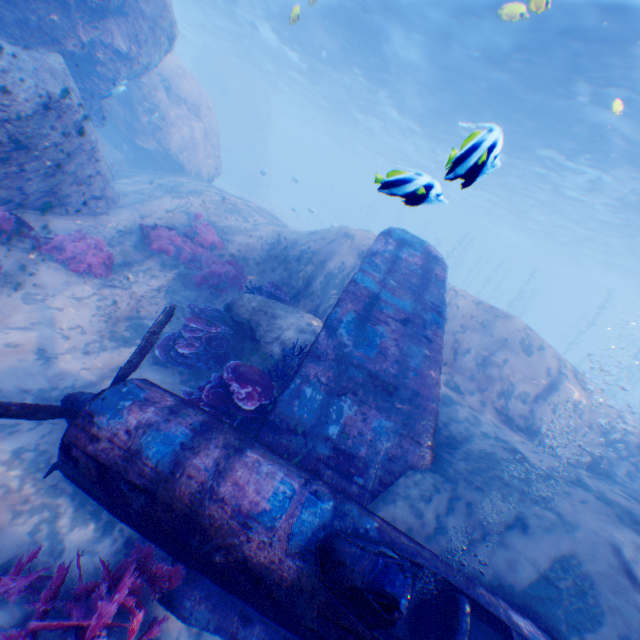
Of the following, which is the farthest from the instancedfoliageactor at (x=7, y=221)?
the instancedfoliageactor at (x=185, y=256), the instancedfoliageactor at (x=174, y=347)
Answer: the instancedfoliageactor at (x=174, y=347)

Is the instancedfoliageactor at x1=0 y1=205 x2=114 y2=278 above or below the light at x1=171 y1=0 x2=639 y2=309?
below

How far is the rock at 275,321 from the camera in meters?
6.7 m

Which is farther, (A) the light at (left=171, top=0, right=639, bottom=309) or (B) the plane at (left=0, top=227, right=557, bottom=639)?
(A) the light at (left=171, top=0, right=639, bottom=309)

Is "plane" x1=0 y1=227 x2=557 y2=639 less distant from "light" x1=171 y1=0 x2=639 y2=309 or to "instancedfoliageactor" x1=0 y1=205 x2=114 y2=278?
"light" x1=171 y1=0 x2=639 y2=309

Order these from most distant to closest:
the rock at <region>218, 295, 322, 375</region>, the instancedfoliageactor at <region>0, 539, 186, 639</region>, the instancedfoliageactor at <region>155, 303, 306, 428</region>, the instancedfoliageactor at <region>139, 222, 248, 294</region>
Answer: the instancedfoliageactor at <region>139, 222, 248, 294</region>, the rock at <region>218, 295, 322, 375</region>, the instancedfoliageactor at <region>155, 303, 306, 428</region>, the instancedfoliageactor at <region>0, 539, 186, 639</region>

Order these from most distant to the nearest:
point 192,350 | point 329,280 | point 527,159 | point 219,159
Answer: point 527,159
point 219,159
point 329,280
point 192,350

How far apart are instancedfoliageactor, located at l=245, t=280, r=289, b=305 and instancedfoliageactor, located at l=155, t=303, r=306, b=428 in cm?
249
